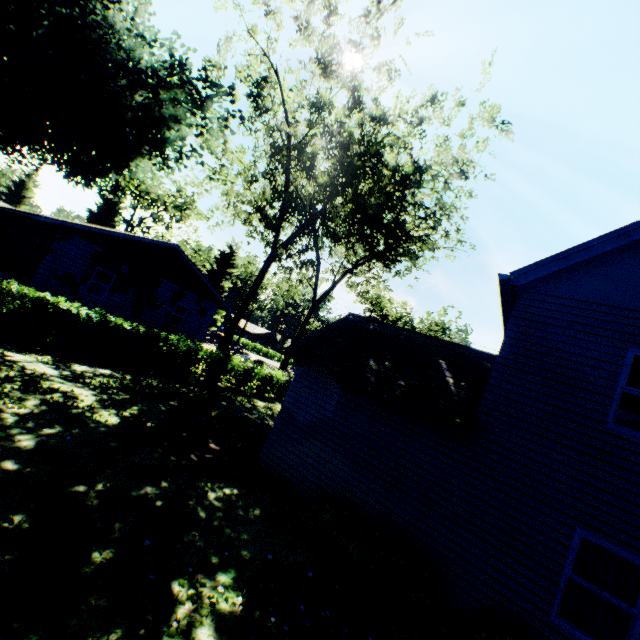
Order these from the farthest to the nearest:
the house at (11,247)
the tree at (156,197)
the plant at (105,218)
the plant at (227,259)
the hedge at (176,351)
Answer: the plant at (105,218) → the plant at (227,259) → the tree at (156,197) → the house at (11,247) → the hedge at (176,351)

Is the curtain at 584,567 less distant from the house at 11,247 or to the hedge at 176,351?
the hedge at 176,351

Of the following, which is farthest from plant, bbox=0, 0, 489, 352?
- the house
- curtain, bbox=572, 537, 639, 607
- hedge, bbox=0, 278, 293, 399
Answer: curtain, bbox=572, 537, 639, 607

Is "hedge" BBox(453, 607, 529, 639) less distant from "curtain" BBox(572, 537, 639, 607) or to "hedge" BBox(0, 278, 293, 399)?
"curtain" BBox(572, 537, 639, 607)

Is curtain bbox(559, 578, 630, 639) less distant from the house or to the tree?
the house

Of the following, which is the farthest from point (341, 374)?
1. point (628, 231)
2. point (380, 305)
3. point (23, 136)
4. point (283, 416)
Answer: point (380, 305)

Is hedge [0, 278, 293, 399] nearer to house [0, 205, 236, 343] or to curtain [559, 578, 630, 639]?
house [0, 205, 236, 343]

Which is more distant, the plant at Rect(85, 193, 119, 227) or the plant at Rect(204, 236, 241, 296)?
the plant at Rect(85, 193, 119, 227)
